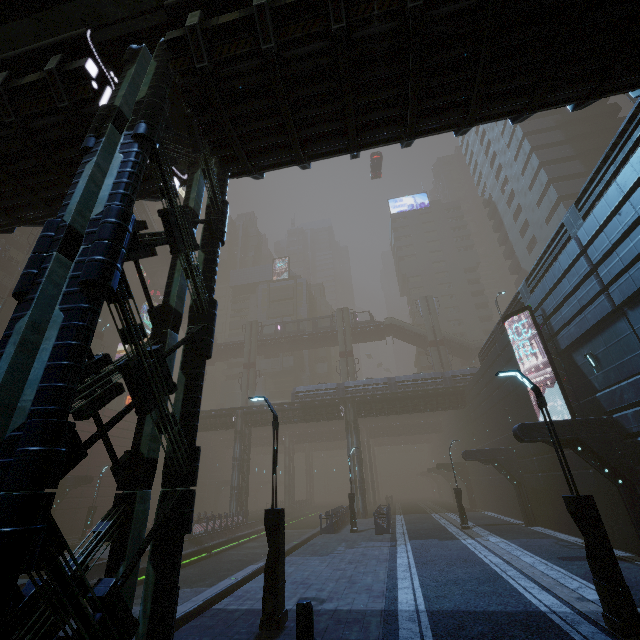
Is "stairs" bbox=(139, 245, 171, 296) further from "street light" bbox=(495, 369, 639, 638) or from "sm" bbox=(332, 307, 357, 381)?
"street light" bbox=(495, 369, 639, 638)

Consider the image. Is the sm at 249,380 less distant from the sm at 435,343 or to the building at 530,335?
the building at 530,335

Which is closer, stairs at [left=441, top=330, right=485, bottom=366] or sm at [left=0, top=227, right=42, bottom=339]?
sm at [left=0, top=227, right=42, bottom=339]

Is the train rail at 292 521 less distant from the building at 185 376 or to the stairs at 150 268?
the building at 185 376

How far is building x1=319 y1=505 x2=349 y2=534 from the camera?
23.0m

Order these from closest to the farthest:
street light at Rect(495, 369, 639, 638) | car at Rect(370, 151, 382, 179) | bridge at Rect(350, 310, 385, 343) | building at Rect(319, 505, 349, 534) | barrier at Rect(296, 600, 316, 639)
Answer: barrier at Rect(296, 600, 316, 639), street light at Rect(495, 369, 639, 638), building at Rect(319, 505, 349, 534), car at Rect(370, 151, 382, 179), bridge at Rect(350, 310, 385, 343)

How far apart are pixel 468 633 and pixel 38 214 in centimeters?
1516cm

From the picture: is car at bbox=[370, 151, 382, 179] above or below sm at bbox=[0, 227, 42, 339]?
above
